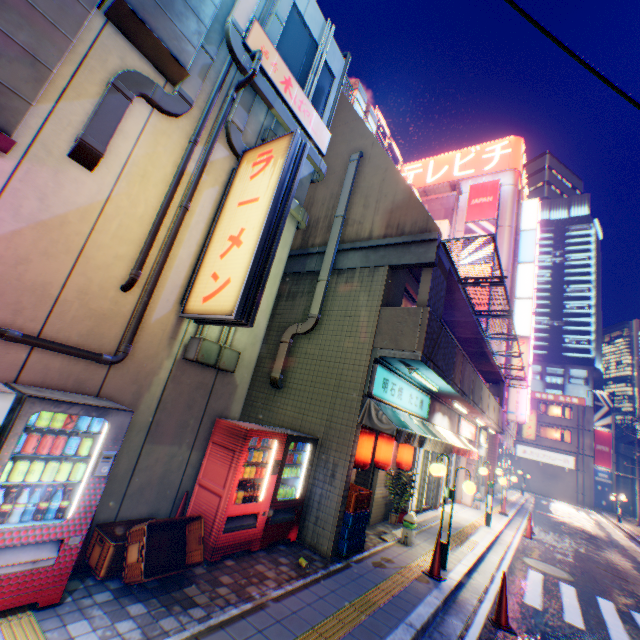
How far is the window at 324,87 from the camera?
8.45m

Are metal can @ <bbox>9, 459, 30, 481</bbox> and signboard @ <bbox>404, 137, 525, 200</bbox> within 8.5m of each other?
no

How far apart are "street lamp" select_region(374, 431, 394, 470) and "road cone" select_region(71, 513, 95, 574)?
6.09m

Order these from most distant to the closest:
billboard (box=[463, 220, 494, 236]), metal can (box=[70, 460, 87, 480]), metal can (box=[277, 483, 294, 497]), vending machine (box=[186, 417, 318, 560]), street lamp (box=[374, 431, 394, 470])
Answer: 1. billboard (box=[463, 220, 494, 236])
2. street lamp (box=[374, 431, 394, 470])
3. metal can (box=[277, 483, 294, 497])
4. vending machine (box=[186, 417, 318, 560])
5. metal can (box=[70, 460, 87, 480])

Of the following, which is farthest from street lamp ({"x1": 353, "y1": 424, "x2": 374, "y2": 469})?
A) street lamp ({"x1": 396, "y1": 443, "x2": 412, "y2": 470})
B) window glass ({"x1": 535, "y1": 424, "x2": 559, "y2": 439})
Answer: window glass ({"x1": 535, "y1": 424, "x2": 559, "y2": 439})

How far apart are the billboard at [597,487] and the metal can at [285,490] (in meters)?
48.25

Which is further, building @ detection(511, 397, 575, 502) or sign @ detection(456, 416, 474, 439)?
building @ detection(511, 397, 575, 502)

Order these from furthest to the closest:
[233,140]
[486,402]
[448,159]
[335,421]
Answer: [448,159] < [486,402] < [335,421] < [233,140]
